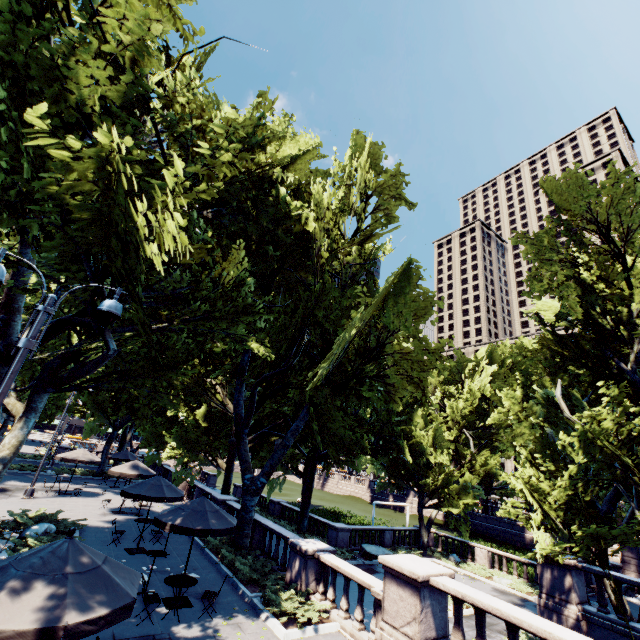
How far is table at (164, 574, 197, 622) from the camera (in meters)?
9.24

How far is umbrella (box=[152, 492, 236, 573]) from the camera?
9.95m

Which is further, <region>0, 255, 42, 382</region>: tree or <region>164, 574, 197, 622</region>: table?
<region>164, 574, 197, 622</region>: table

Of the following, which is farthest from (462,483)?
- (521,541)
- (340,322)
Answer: (521,541)

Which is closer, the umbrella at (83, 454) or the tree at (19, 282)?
the tree at (19, 282)

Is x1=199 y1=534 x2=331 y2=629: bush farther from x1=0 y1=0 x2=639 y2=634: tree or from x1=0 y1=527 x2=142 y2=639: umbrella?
x1=0 y1=527 x2=142 y2=639: umbrella

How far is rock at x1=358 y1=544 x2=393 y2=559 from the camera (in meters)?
23.79

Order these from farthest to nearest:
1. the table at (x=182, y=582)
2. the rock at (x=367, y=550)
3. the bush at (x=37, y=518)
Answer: the rock at (x=367, y=550)
the bush at (x=37, y=518)
the table at (x=182, y=582)
